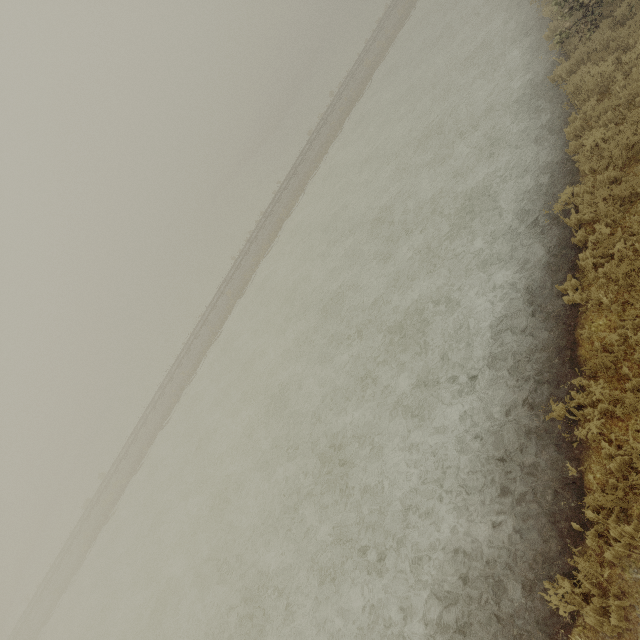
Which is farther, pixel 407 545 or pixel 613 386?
pixel 407 545
